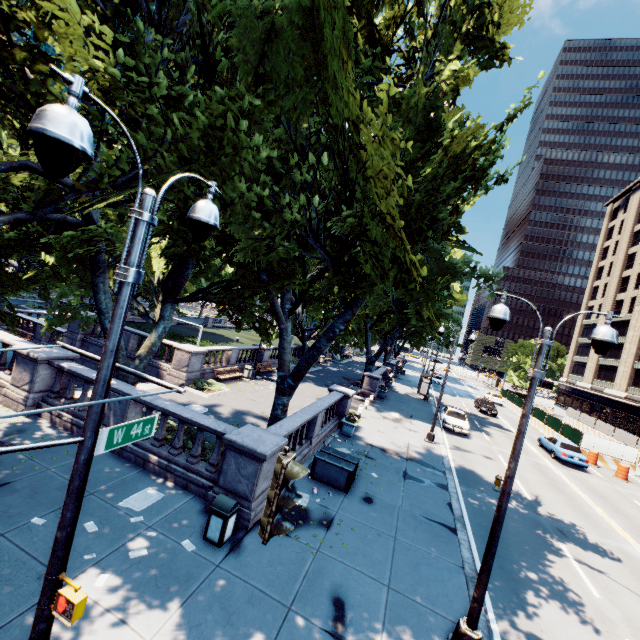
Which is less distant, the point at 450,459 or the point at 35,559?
the point at 35,559

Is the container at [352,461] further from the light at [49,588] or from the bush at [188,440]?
the light at [49,588]

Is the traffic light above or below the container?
above

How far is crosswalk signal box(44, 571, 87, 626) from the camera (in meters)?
3.46

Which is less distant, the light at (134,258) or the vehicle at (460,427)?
the light at (134,258)

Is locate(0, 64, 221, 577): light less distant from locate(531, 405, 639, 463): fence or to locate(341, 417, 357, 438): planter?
locate(341, 417, 357, 438): planter

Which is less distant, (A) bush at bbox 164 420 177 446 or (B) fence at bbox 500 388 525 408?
(A) bush at bbox 164 420 177 446

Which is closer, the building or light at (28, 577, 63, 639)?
light at (28, 577, 63, 639)
